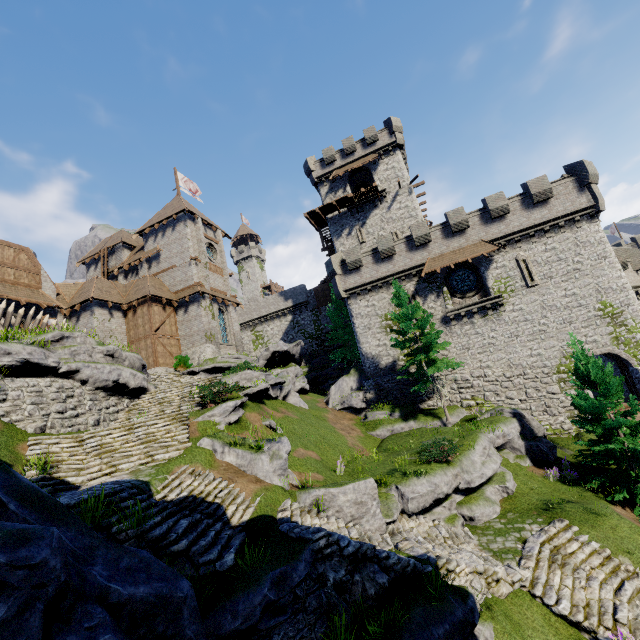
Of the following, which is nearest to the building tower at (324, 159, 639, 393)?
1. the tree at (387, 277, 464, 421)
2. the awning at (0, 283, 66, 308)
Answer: the tree at (387, 277, 464, 421)

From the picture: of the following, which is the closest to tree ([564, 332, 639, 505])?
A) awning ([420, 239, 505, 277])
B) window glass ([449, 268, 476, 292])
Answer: awning ([420, 239, 505, 277])

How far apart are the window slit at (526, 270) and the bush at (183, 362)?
27.20m

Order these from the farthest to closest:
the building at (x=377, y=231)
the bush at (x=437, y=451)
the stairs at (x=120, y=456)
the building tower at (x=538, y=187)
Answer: the building at (x=377, y=231) < the building tower at (x=538, y=187) < the bush at (x=437, y=451) < the stairs at (x=120, y=456)

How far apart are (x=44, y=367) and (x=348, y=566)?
15.4 meters

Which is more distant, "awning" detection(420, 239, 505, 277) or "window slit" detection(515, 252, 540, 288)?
"awning" detection(420, 239, 505, 277)

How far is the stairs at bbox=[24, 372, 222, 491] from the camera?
11.0 meters

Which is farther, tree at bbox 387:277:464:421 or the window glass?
the window glass
